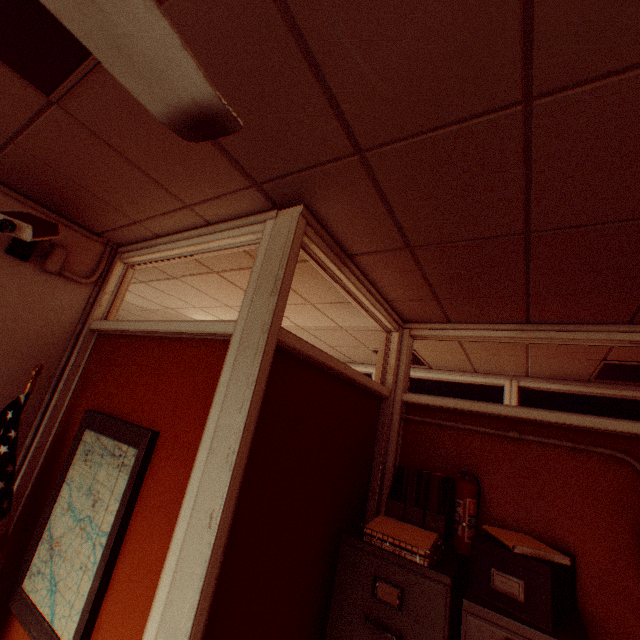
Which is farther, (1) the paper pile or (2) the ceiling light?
(1) the paper pile

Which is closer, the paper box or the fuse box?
the paper box

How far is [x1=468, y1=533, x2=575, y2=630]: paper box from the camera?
1.47m

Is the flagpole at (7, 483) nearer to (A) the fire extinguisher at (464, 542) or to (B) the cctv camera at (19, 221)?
(B) the cctv camera at (19, 221)

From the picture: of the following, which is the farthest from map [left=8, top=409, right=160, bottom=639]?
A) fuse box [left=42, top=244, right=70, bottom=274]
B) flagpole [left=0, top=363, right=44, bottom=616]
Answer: fuse box [left=42, top=244, right=70, bottom=274]

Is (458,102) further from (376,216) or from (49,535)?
(49,535)

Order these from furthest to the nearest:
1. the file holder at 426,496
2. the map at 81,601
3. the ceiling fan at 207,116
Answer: the file holder at 426,496 → the map at 81,601 → the ceiling fan at 207,116

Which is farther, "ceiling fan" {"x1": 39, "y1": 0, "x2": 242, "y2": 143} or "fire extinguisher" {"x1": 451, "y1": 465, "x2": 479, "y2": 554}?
"fire extinguisher" {"x1": 451, "y1": 465, "x2": 479, "y2": 554}
